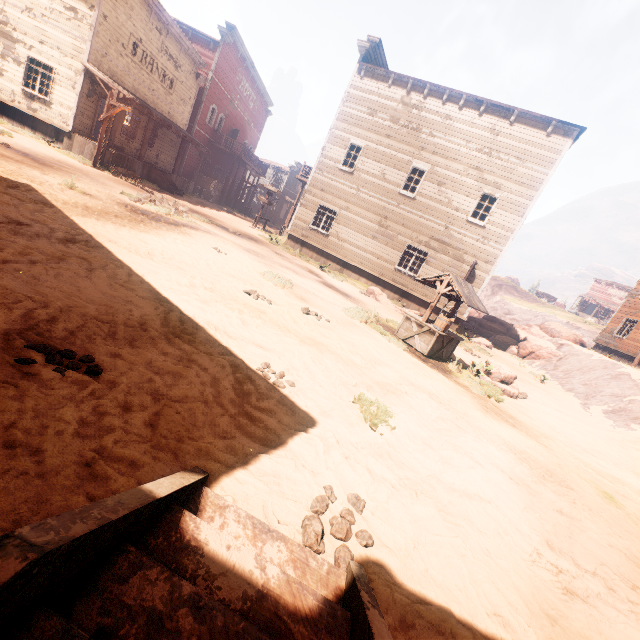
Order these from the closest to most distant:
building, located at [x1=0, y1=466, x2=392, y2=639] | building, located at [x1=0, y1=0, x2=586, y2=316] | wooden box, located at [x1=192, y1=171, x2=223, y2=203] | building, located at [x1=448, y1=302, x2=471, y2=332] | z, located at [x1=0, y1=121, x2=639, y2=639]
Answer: building, located at [x1=0, y1=466, x2=392, y2=639] → z, located at [x1=0, y1=121, x2=639, y2=639] → building, located at [x1=0, y1=0, x2=586, y2=316] → building, located at [x1=448, y1=302, x2=471, y2=332] → wooden box, located at [x1=192, y1=171, x2=223, y2=203]

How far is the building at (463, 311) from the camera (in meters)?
17.39

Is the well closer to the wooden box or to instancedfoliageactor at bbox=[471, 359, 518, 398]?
instancedfoliageactor at bbox=[471, 359, 518, 398]

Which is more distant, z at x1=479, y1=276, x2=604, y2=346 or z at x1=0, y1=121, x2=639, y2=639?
z at x1=479, y1=276, x2=604, y2=346

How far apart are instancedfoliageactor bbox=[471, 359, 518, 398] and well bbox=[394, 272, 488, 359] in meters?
0.8

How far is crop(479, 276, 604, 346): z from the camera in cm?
4369

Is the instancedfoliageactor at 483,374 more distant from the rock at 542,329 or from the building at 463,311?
the rock at 542,329

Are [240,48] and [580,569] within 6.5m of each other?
no
